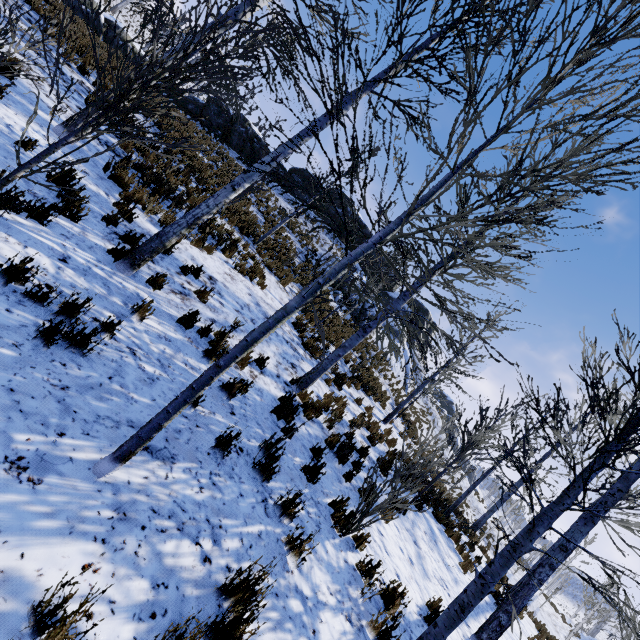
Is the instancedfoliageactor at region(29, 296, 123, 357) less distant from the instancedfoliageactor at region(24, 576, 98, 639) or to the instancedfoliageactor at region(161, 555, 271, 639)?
the instancedfoliageactor at region(161, 555, 271, 639)

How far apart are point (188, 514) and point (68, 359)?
1.9 meters

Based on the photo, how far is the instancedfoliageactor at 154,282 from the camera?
5.37m

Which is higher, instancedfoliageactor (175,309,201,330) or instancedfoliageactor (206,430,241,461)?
instancedfoliageactor (175,309,201,330)

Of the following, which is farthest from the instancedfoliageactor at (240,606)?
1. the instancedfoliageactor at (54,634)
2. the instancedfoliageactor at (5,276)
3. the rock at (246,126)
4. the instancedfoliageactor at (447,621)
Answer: the rock at (246,126)

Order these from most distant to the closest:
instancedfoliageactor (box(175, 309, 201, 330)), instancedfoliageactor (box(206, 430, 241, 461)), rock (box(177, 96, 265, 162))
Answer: rock (box(177, 96, 265, 162)) < instancedfoliageactor (box(175, 309, 201, 330)) < instancedfoliageactor (box(206, 430, 241, 461))

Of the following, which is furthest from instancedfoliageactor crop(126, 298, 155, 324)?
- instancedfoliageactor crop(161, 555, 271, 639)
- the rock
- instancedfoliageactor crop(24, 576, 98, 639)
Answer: the rock

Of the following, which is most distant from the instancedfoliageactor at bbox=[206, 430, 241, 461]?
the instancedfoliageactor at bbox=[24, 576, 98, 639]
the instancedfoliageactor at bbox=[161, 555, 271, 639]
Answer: the instancedfoliageactor at bbox=[24, 576, 98, 639]
